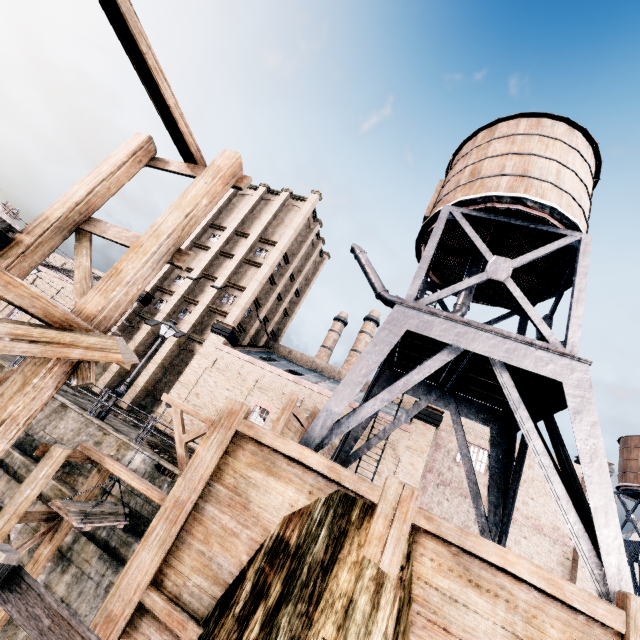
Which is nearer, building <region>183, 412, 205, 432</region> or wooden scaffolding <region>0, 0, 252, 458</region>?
wooden scaffolding <region>0, 0, 252, 458</region>

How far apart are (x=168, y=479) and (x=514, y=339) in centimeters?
1409cm

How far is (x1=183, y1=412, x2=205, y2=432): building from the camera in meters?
25.4 m

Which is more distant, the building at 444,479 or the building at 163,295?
the building at 163,295

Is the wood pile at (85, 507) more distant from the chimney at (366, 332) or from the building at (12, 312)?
the chimney at (366, 332)

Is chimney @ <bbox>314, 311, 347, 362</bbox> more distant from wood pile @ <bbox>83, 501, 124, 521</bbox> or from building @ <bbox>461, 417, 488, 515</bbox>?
wood pile @ <bbox>83, 501, 124, 521</bbox>

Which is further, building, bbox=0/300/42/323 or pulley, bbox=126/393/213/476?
building, bbox=0/300/42/323

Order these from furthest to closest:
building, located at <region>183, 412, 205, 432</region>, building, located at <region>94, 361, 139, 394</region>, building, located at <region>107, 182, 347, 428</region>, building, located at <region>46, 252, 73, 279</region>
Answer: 1. building, located at <region>46, 252, 73, 279</region>
2. building, located at <region>94, 361, 139, 394</region>
3. building, located at <region>107, 182, 347, 428</region>
4. building, located at <region>183, 412, 205, 432</region>
